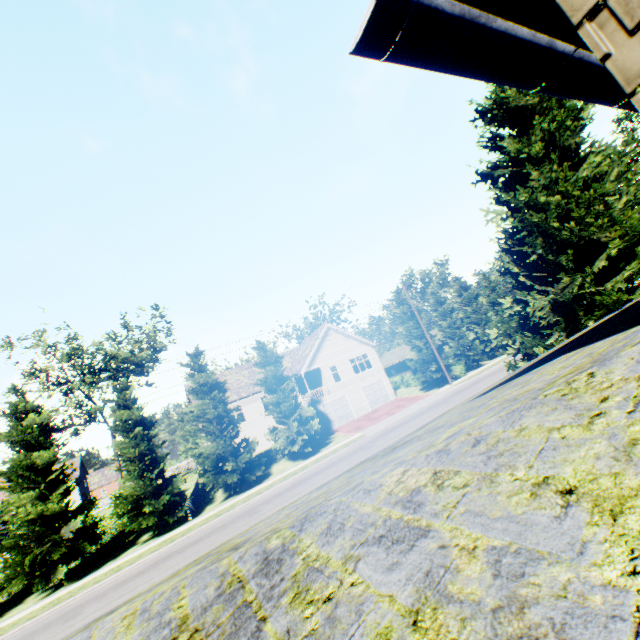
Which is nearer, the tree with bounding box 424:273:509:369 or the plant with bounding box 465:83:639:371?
the plant with bounding box 465:83:639:371

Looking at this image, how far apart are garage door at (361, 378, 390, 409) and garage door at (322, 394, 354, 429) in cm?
216

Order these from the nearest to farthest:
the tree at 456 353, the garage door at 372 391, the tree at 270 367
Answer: the tree at 270 367 → the garage door at 372 391 → the tree at 456 353

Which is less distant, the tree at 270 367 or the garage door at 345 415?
the tree at 270 367

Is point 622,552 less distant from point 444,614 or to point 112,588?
point 444,614

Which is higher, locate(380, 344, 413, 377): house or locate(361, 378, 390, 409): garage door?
locate(380, 344, 413, 377): house

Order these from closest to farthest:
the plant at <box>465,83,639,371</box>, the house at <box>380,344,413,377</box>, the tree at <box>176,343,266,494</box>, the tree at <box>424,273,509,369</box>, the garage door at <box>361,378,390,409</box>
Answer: the plant at <box>465,83,639,371</box>, the tree at <box>176,343,266,494</box>, the garage door at <box>361,378,390,409</box>, the tree at <box>424,273,509,369</box>, the house at <box>380,344,413,377</box>

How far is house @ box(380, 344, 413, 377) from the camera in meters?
50.3
